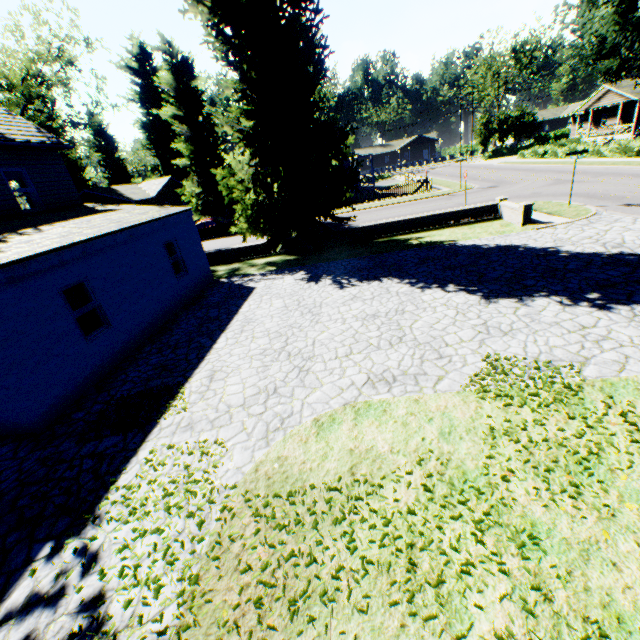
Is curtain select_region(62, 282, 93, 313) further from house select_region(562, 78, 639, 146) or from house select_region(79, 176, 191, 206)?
house select_region(562, 78, 639, 146)

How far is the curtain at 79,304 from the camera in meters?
8.4 m

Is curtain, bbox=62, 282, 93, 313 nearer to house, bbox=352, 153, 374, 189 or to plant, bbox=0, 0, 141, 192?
plant, bbox=0, 0, 141, 192

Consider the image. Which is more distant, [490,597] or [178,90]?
[178,90]

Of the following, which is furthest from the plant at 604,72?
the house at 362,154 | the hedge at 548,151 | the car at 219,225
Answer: the hedge at 548,151

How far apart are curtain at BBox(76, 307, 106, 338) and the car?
21.5m

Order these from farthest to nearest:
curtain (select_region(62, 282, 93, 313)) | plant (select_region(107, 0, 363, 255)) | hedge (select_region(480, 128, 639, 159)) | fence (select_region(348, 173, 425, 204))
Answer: fence (select_region(348, 173, 425, 204)) < hedge (select_region(480, 128, 639, 159)) < plant (select_region(107, 0, 363, 255)) < curtain (select_region(62, 282, 93, 313))
